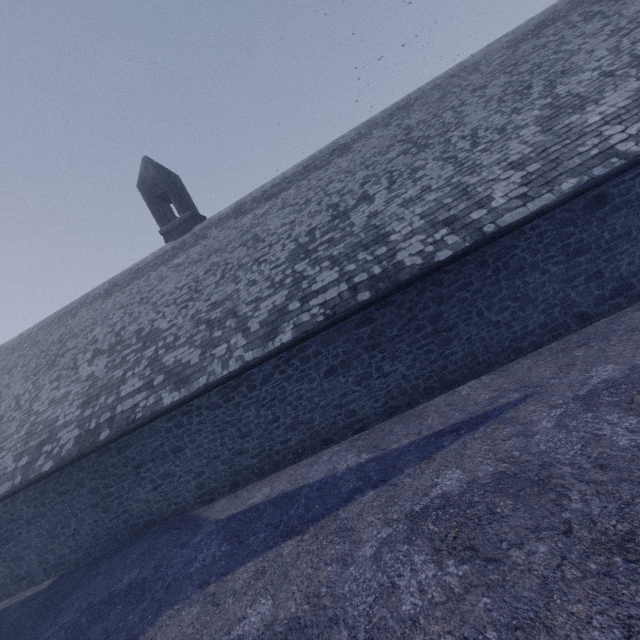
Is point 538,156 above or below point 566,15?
below
